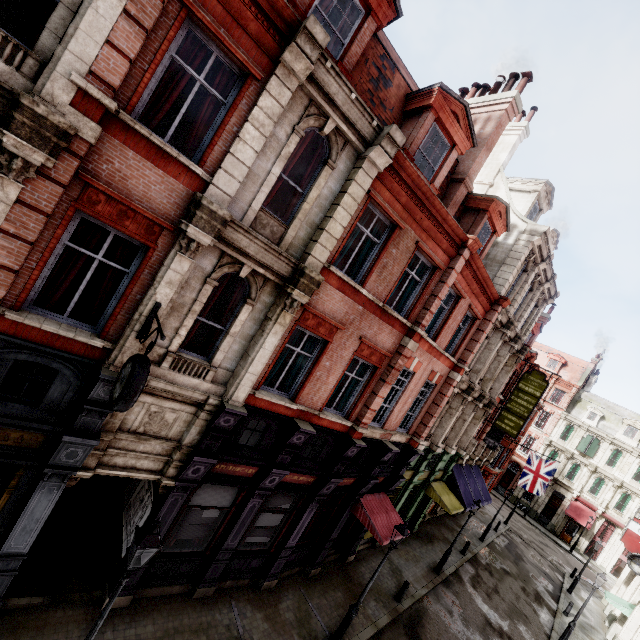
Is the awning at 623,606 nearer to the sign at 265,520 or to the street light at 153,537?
the sign at 265,520

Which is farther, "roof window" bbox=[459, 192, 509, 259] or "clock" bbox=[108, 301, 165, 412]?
"roof window" bbox=[459, 192, 509, 259]

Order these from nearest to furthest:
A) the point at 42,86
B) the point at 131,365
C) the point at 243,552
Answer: the point at 42,86 → the point at 131,365 → the point at 243,552

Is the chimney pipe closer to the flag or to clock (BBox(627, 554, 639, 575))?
clock (BBox(627, 554, 639, 575))

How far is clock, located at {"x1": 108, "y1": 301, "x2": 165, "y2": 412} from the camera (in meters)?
5.30

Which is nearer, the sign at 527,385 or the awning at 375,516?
the awning at 375,516

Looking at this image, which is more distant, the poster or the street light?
the poster

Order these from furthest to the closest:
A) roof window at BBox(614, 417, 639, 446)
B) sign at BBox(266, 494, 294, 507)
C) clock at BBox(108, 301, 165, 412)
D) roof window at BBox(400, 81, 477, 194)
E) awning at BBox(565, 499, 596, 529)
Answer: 1. roof window at BBox(614, 417, 639, 446)
2. awning at BBox(565, 499, 596, 529)
3. sign at BBox(266, 494, 294, 507)
4. roof window at BBox(400, 81, 477, 194)
5. clock at BBox(108, 301, 165, 412)
